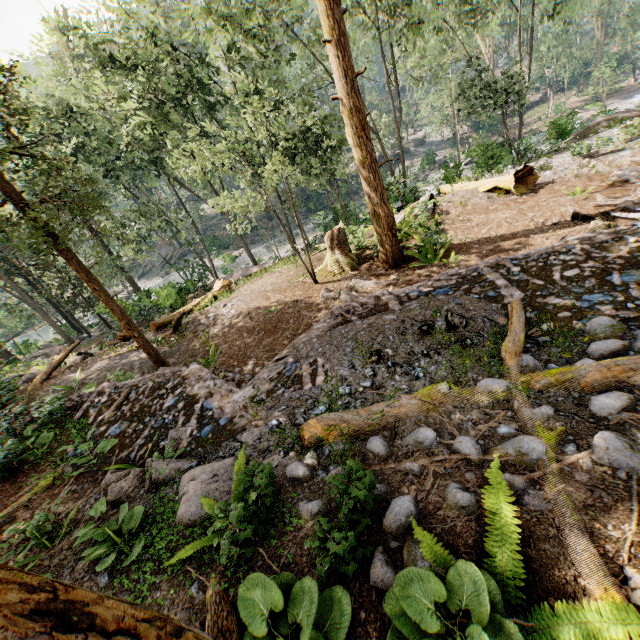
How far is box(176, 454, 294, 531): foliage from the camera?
3.83m

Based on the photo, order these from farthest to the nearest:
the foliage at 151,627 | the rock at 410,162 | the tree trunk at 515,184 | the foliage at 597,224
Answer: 1. the rock at 410,162
2. the tree trunk at 515,184
3. the foliage at 597,224
4. the foliage at 151,627

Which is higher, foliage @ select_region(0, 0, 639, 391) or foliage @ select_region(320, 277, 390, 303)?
foliage @ select_region(0, 0, 639, 391)

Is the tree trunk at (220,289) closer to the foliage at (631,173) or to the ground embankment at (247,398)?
the ground embankment at (247,398)

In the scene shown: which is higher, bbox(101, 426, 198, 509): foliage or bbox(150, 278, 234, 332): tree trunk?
bbox(101, 426, 198, 509): foliage

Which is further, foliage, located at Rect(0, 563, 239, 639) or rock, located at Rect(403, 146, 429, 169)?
rock, located at Rect(403, 146, 429, 169)

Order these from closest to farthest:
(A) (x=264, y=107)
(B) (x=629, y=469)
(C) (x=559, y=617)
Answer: (C) (x=559, y=617)
(B) (x=629, y=469)
(A) (x=264, y=107)

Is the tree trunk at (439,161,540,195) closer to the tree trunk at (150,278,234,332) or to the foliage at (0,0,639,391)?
the foliage at (0,0,639,391)
